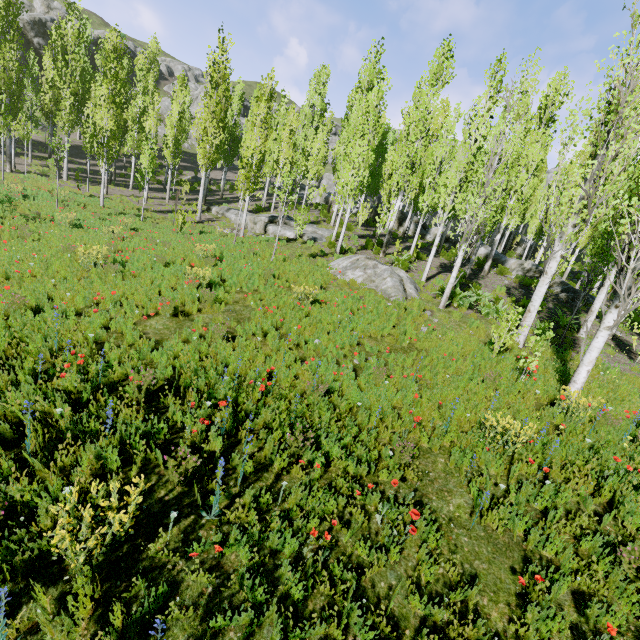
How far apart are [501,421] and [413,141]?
15.0 meters

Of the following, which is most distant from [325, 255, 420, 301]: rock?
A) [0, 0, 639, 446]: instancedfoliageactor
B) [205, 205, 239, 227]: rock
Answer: [205, 205, 239, 227]: rock

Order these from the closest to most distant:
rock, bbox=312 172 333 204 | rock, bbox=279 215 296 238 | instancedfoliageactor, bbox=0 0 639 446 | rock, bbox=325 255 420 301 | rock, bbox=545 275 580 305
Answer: instancedfoliageactor, bbox=0 0 639 446
rock, bbox=325 255 420 301
rock, bbox=545 275 580 305
rock, bbox=279 215 296 238
rock, bbox=312 172 333 204

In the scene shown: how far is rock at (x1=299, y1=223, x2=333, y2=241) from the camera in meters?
19.1 m

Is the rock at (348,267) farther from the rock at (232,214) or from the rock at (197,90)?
the rock at (197,90)

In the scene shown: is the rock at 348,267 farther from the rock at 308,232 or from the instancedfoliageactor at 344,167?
the rock at 308,232

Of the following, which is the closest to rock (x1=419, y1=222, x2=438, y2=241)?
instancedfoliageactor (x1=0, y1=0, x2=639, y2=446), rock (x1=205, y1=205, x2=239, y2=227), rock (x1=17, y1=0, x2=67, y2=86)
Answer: instancedfoliageactor (x1=0, y1=0, x2=639, y2=446)

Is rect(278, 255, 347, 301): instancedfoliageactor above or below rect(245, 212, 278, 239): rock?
below
